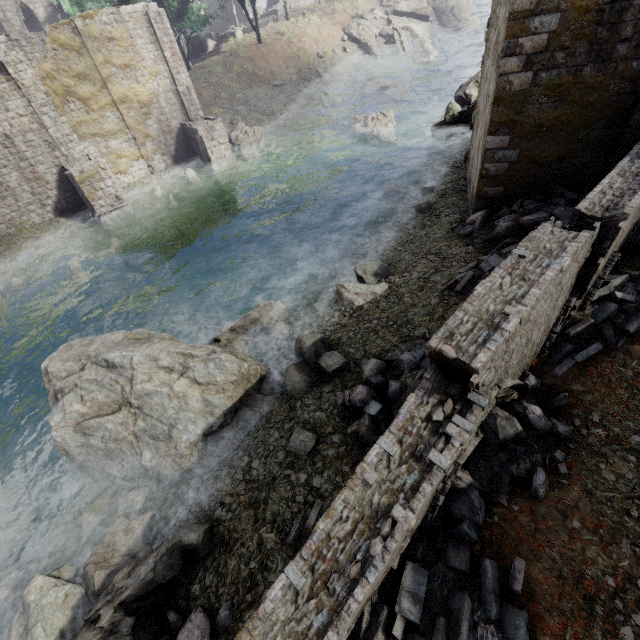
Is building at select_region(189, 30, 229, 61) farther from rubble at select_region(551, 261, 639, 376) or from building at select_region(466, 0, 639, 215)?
rubble at select_region(551, 261, 639, 376)

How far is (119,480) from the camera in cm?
988

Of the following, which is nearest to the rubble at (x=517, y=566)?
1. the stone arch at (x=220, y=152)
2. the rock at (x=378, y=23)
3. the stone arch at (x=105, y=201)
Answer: the stone arch at (x=220, y=152)

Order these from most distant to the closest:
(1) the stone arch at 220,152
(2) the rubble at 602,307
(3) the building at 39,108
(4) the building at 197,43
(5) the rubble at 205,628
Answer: (4) the building at 197,43
(1) the stone arch at 220,152
(3) the building at 39,108
(2) the rubble at 602,307
(5) the rubble at 205,628

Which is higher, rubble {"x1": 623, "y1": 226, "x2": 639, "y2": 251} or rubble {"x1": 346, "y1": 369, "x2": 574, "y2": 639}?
rubble {"x1": 623, "y1": 226, "x2": 639, "y2": 251}

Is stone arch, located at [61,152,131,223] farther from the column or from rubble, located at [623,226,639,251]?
the column

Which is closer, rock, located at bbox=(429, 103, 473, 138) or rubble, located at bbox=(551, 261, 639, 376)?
rubble, located at bbox=(551, 261, 639, 376)

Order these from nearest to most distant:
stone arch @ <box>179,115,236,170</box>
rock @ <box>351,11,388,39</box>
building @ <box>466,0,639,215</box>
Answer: building @ <box>466,0,639,215</box> → stone arch @ <box>179,115,236,170</box> → rock @ <box>351,11,388,39</box>
